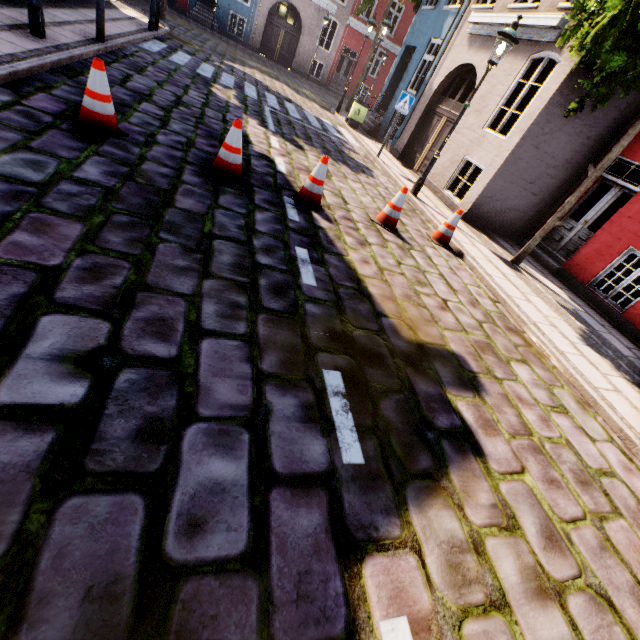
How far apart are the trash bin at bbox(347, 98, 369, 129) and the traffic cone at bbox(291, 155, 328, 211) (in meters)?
10.53

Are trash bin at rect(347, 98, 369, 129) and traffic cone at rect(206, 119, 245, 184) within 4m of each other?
no

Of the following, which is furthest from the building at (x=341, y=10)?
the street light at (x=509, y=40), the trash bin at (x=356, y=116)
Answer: the street light at (x=509, y=40)

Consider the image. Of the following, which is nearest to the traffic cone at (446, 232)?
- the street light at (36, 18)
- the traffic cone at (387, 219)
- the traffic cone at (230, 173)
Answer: the traffic cone at (387, 219)

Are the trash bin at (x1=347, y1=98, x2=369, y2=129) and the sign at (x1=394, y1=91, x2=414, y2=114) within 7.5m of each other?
yes

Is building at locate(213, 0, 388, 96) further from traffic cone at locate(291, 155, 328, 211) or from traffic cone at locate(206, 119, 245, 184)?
traffic cone at locate(206, 119, 245, 184)

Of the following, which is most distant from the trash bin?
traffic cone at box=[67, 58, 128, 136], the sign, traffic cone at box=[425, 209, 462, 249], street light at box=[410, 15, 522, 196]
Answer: traffic cone at box=[67, 58, 128, 136]

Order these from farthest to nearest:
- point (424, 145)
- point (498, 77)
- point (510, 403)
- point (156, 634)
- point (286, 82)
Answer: point (286, 82)
point (424, 145)
point (498, 77)
point (510, 403)
point (156, 634)
